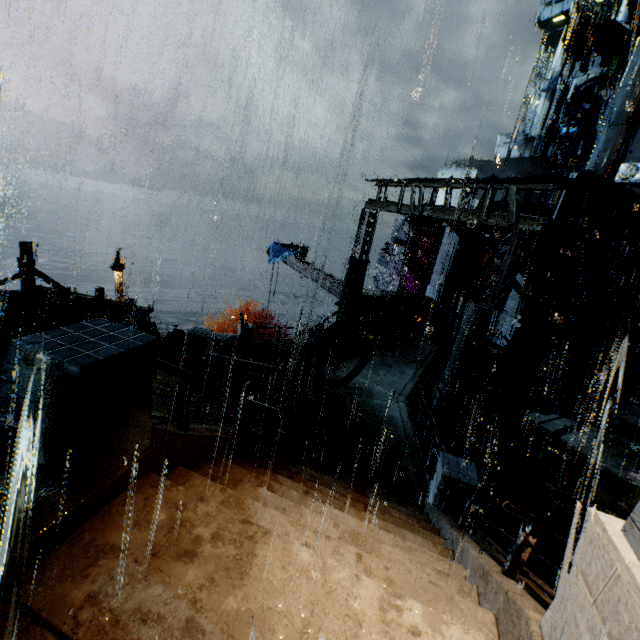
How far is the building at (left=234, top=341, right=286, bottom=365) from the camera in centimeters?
1895cm

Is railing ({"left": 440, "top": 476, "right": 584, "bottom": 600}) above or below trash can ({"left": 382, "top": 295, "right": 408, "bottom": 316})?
above

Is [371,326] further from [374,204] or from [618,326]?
[618,326]

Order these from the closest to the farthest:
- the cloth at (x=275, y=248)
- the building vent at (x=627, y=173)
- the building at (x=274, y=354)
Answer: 1. the building at (x=274, y=354)
2. the cloth at (x=275, y=248)
3. the building vent at (x=627, y=173)

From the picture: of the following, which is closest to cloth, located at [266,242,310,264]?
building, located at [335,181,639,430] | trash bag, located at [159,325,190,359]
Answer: building, located at [335,181,639,430]

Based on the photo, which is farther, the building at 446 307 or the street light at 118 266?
the street light at 118 266

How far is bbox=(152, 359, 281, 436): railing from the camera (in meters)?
4.19

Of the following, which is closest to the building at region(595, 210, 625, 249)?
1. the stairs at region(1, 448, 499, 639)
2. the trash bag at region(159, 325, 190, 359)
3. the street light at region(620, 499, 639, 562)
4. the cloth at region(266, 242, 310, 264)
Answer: the stairs at region(1, 448, 499, 639)
